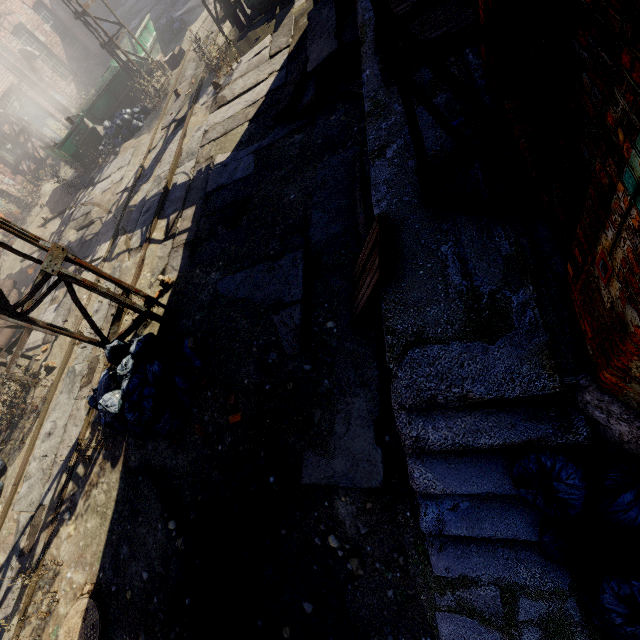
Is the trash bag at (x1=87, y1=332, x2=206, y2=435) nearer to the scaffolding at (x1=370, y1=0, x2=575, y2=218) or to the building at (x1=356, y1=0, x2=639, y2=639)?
the scaffolding at (x1=370, y1=0, x2=575, y2=218)

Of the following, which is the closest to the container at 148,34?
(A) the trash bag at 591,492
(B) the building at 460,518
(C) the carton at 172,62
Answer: (C) the carton at 172,62

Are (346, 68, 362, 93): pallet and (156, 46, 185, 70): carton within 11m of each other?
no

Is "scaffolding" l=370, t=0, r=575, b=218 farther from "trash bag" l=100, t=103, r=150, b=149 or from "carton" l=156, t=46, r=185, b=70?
"carton" l=156, t=46, r=185, b=70

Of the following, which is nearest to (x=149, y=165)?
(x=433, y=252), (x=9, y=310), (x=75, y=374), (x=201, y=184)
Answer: (x=201, y=184)

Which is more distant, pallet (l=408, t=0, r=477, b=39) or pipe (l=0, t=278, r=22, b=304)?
pipe (l=0, t=278, r=22, b=304)

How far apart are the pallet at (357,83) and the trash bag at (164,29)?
16.1 meters

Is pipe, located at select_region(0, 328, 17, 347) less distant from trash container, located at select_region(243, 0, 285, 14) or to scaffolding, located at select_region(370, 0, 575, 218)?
scaffolding, located at select_region(370, 0, 575, 218)
